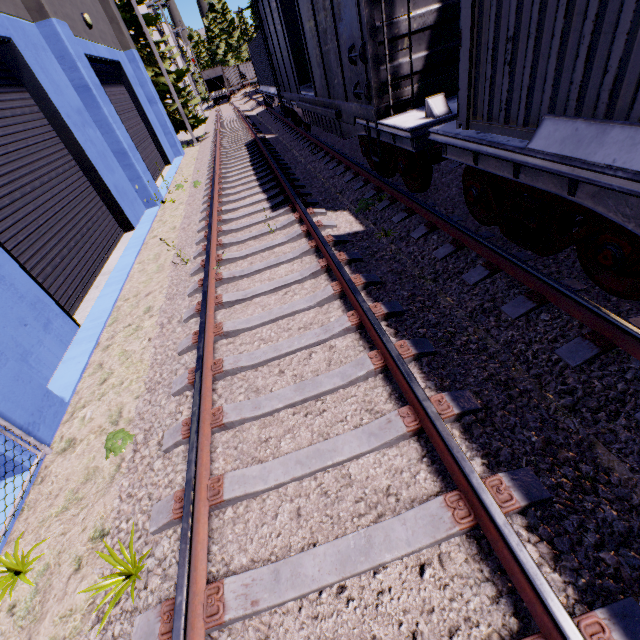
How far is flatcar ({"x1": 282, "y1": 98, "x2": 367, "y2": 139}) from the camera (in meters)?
6.93

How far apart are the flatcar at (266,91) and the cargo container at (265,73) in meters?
0.0

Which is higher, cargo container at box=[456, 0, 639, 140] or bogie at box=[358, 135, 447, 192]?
cargo container at box=[456, 0, 639, 140]

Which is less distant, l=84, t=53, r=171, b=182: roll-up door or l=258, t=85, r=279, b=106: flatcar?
l=84, t=53, r=171, b=182: roll-up door

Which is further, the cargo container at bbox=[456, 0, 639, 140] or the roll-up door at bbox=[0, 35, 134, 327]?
the roll-up door at bbox=[0, 35, 134, 327]

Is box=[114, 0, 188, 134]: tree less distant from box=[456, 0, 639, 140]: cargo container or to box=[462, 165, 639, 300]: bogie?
box=[456, 0, 639, 140]: cargo container

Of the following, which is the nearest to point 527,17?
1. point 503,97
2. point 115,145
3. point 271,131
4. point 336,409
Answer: point 503,97

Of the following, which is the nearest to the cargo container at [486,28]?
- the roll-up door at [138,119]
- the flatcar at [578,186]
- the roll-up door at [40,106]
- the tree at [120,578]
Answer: the flatcar at [578,186]
